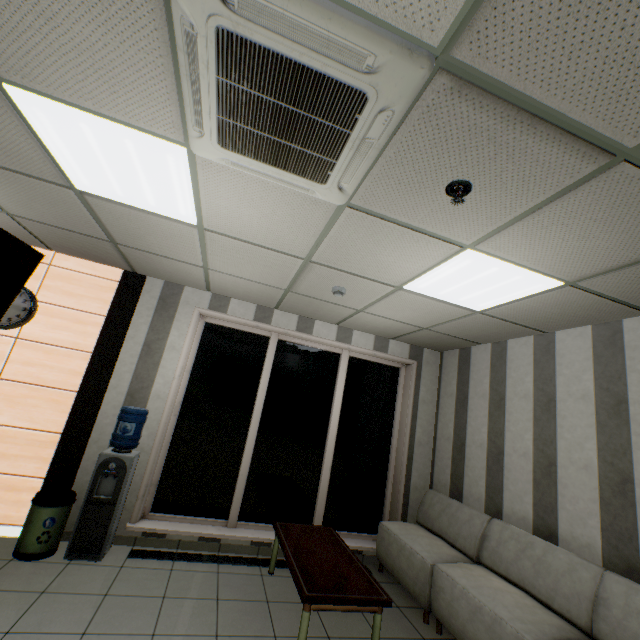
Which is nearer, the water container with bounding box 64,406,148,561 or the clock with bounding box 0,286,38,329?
the water container with bounding box 64,406,148,561

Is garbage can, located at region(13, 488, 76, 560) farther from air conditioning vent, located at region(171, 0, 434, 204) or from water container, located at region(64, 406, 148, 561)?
air conditioning vent, located at region(171, 0, 434, 204)

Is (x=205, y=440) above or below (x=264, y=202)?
below

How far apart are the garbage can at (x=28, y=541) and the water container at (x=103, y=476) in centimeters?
11cm

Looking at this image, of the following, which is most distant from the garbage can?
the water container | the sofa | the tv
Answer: the sofa

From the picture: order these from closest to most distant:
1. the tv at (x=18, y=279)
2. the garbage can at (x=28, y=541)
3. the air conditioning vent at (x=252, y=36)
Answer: the air conditioning vent at (x=252, y=36) < the tv at (x=18, y=279) < the garbage can at (x=28, y=541)

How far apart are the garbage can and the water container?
0.1 meters

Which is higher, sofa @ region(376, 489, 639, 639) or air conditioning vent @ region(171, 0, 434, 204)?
air conditioning vent @ region(171, 0, 434, 204)
